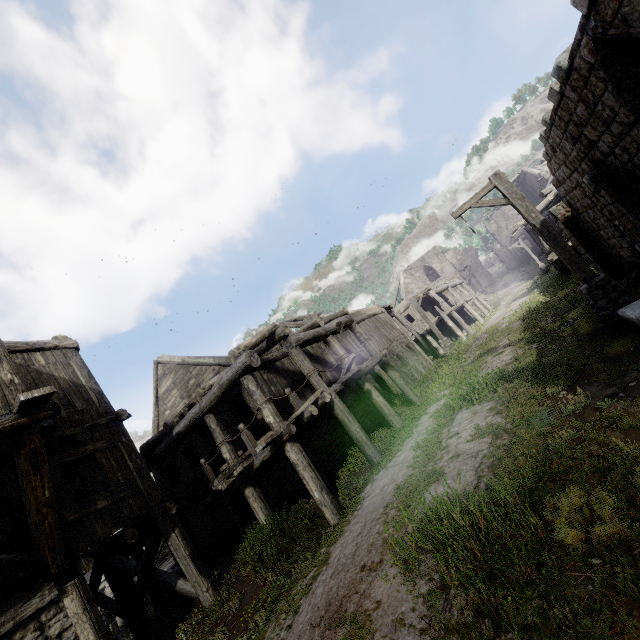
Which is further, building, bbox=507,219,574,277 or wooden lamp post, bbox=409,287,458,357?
wooden lamp post, bbox=409,287,458,357

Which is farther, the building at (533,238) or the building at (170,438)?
the building at (533,238)

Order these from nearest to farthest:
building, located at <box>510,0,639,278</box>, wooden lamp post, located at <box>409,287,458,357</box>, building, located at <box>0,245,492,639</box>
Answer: building, located at <box>510,0,639,278</box>, building, located at <box>0,245,492,639</box>, wooden lamp post, located at <box>409,287,458,357</box>

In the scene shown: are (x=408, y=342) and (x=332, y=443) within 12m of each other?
no

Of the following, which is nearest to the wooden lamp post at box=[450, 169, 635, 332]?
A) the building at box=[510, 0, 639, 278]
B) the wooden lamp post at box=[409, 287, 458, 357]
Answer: the building at box=[510, 0, 639, 278]

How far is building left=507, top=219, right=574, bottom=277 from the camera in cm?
1895

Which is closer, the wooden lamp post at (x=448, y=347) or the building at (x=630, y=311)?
the building at (x=630, y=311)
